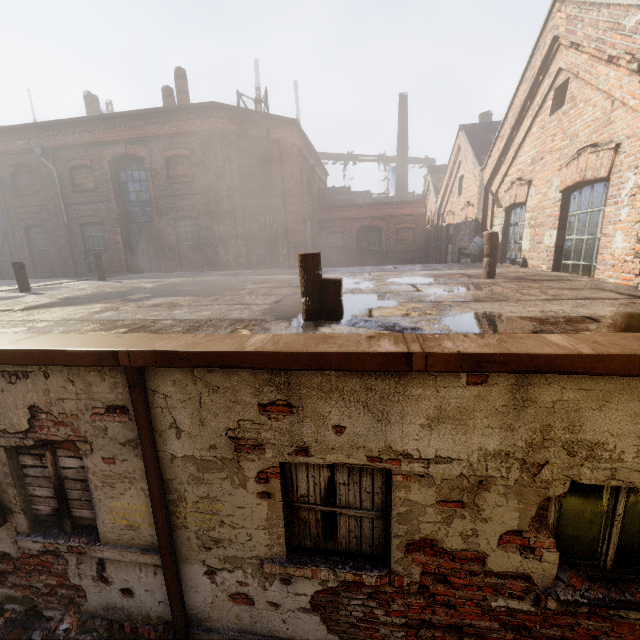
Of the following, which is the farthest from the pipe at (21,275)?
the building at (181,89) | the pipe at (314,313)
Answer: the building at (181,89)

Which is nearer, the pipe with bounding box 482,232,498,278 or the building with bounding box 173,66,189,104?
the pipe with bounding box 482,232,498,278

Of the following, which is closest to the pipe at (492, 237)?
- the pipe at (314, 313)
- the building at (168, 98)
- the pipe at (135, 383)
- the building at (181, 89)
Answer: the pipe at (314, 313)

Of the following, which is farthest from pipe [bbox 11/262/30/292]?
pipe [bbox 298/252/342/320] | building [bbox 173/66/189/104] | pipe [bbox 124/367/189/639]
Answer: building [bbox 173/66/189/104]

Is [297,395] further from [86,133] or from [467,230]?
[86,133]

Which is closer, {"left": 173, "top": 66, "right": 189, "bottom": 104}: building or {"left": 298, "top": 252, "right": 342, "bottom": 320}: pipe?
{"left": 298, "top": 252, "right": 342, "bottom": 320}: pipe

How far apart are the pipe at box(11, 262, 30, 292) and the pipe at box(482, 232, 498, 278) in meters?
11.1

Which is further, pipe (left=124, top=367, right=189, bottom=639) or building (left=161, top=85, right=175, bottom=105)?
building (left=161, top=85, right=175, bottom=105)
